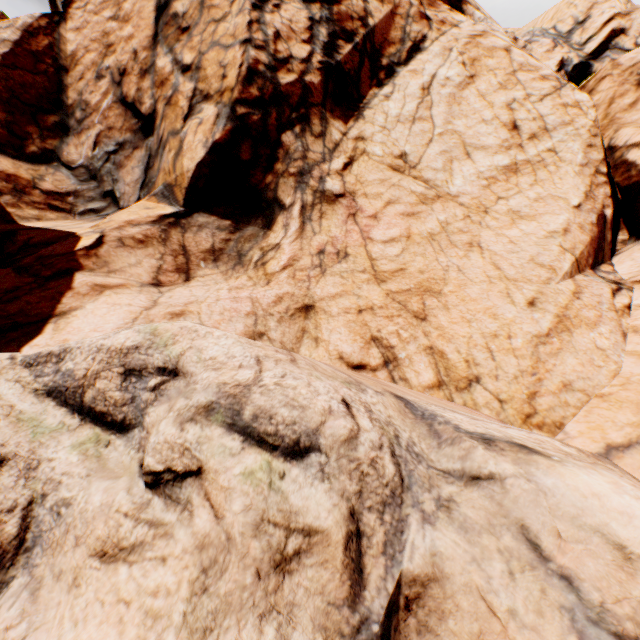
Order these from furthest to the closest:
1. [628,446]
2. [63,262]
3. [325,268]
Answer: [325,268] → [63,262] → [628,446]
